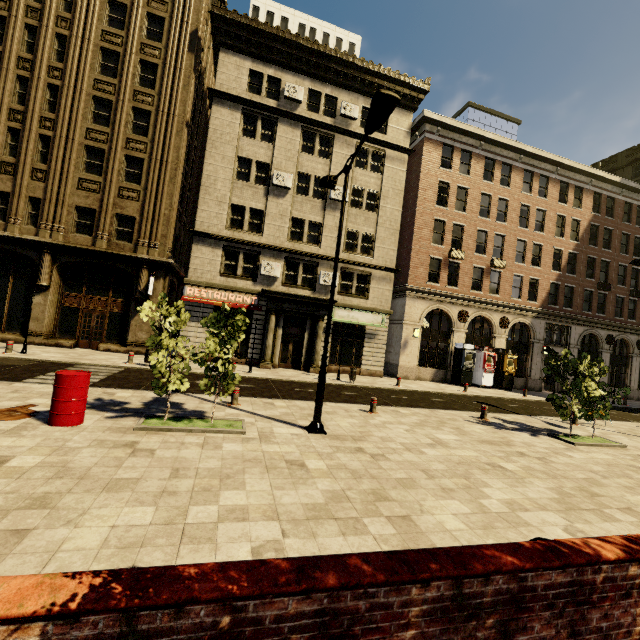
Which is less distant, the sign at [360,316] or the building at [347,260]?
the building at [347,260]

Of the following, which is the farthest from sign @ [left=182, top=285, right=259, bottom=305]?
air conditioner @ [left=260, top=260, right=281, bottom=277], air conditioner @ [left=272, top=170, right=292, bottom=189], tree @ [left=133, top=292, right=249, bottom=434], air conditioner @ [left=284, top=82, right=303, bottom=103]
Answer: air conditioner @ [left=284, top=82, right=303, bottom=103]

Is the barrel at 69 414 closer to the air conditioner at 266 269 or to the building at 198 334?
the building at 198 334

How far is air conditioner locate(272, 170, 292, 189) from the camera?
21.00m

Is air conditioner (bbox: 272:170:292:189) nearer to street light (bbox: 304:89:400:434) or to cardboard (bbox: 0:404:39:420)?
street light (bbox: 304:89:400:434)

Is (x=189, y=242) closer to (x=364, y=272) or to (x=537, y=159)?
(x=364, y=272)

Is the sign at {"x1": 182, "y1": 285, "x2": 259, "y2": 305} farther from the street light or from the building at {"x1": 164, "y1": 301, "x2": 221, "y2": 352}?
the street light

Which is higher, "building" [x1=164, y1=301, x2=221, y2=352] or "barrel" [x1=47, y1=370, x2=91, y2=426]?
"building" [x1=164, y1=301, x2=221, y2=352]
